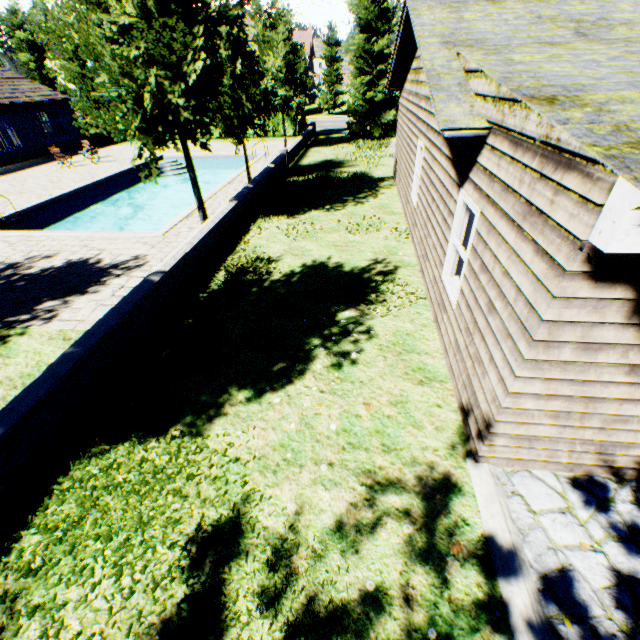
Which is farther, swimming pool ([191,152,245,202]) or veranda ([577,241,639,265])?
swimming pool ([191,152,245,202])

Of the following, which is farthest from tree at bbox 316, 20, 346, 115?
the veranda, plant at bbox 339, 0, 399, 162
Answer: the veranda

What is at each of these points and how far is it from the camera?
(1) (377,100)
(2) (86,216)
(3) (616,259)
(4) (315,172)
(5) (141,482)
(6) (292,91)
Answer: (1) plant, 23.08m
(2) swimming pool, 16.92m
(3) veranda, 2.28m
(4) plant, 16.94m
(5) plant, 4.05m
(6) tree, 19.69m

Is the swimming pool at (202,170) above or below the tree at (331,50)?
below

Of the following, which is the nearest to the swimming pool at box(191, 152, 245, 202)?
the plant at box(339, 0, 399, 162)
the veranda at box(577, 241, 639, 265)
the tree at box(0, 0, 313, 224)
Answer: the tree at box(0, 0, 313, 224)

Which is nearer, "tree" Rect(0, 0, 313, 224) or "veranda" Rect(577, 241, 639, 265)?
"veranda" Rect(577, 241, 639, 265)

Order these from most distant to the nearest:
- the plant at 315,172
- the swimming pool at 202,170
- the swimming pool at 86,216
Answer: the swimming pool at 202,170
the plant at 315,172
the swimming pool at 86,216

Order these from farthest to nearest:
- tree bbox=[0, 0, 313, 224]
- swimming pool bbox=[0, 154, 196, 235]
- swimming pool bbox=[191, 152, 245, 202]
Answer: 1. swimming pool bbox=[191, 152, 245, 202]
2. swimming pool bbox=[0, 154, 196, 235]
3. tree bbox=[0, 0, 313, 224]
